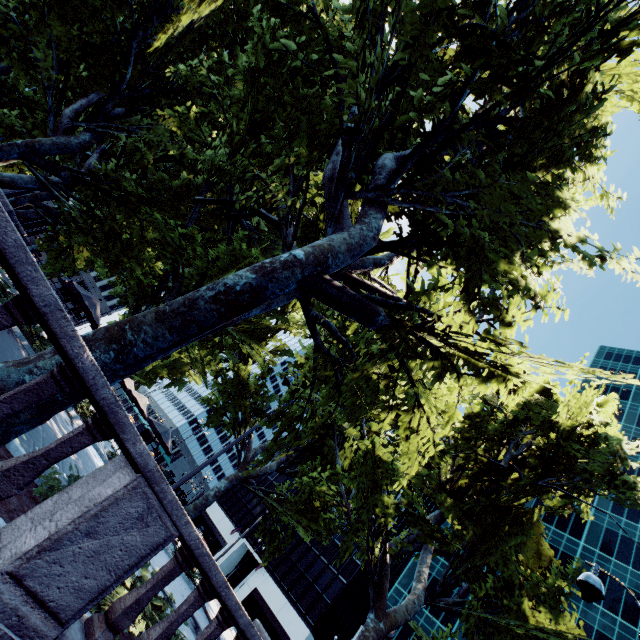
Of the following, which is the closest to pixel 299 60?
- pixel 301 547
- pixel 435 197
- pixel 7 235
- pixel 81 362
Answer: pixel 7 235

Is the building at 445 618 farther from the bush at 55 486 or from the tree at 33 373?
the bush at 55 486

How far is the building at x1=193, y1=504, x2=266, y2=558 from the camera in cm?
5444

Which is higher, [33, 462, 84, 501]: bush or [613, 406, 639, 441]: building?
[613, 406, 639, 441]: building

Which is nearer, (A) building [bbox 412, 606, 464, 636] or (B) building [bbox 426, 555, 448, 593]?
(A) building [bbox 412, 606, 464, 636]

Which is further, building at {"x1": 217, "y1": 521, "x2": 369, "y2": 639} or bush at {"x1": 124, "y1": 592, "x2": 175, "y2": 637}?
building at {"x1": 217, "y1": 521, "x2": 369, "y2": 639}

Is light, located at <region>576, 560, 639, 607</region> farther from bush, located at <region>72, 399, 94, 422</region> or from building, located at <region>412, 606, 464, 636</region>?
building, located at <region>412, 606, 464, 636</region>

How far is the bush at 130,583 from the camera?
4.26m
